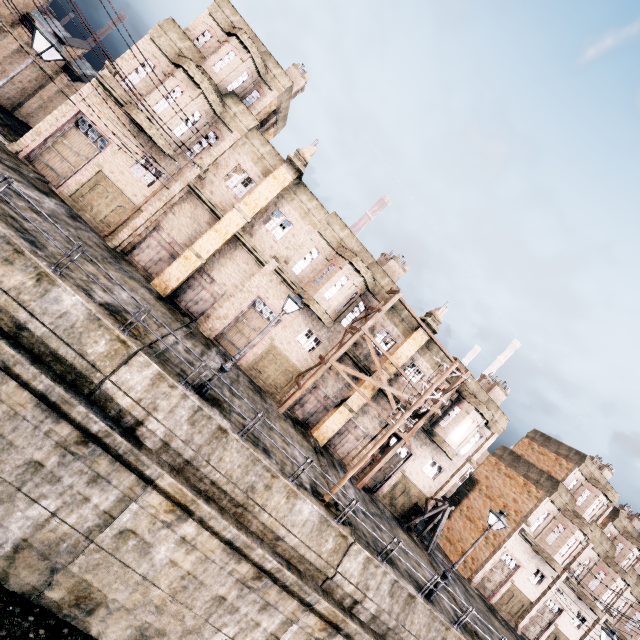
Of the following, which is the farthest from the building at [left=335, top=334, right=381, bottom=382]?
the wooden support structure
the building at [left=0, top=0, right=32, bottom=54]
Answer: the building at [left=0, top=0, right=32, bottom=54]

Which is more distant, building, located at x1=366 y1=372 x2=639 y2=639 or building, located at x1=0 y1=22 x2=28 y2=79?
building, located at x1=366 y1=372 x2=639 y2=639

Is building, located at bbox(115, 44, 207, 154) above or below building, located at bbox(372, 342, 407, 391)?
above

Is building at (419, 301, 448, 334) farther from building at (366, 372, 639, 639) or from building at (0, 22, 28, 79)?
building at (0, 22, 28, 79)

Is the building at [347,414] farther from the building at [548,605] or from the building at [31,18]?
the building at [31,18]

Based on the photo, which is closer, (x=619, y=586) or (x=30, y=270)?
(x=30, y=270)

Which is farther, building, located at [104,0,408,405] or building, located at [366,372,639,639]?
building, located at [366,372,639,639]

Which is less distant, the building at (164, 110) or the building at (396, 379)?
the building at (164, 110)
